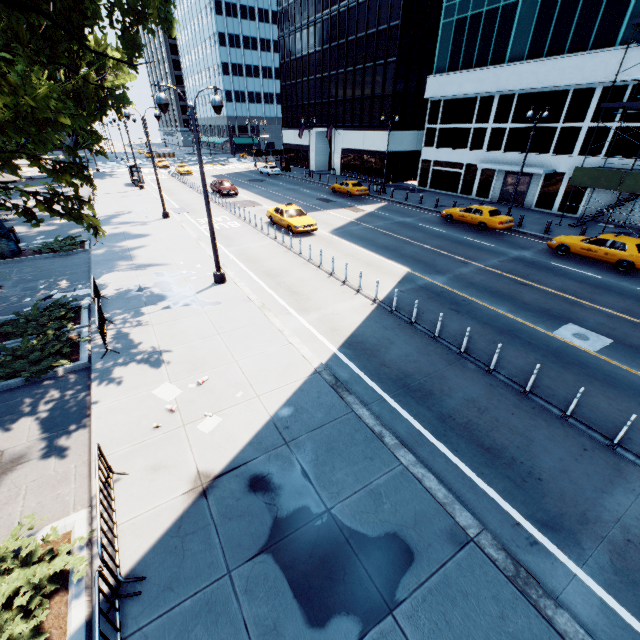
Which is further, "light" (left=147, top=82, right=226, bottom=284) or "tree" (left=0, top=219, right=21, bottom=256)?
"tree" (left=0, top=219, right=21, bottom=256)

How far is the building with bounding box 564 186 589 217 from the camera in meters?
25.6

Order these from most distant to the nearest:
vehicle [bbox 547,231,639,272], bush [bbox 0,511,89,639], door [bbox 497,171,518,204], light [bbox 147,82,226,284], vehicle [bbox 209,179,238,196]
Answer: vehicle [bbox 209,179,238,196], door [bbox 497,171,518,204], vehicle [bbox 547,231,639,272], light [bbox 147,82,226,284], bush [bbox 0,511,89,639]

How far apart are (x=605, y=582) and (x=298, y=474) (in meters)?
5.38

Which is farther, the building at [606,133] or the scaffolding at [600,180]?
the building at [606,133]

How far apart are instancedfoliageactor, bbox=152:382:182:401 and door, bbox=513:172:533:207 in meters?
33.1

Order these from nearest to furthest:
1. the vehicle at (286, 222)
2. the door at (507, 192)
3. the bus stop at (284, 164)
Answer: the vehicle at (286, 222) < the door at (507, 192) < the bus stop at (284, 164)

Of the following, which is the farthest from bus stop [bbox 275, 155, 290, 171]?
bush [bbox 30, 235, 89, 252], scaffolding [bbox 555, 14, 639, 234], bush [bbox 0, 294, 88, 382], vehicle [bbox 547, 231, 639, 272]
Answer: bush [bbox 0, 294, 88, 382]
